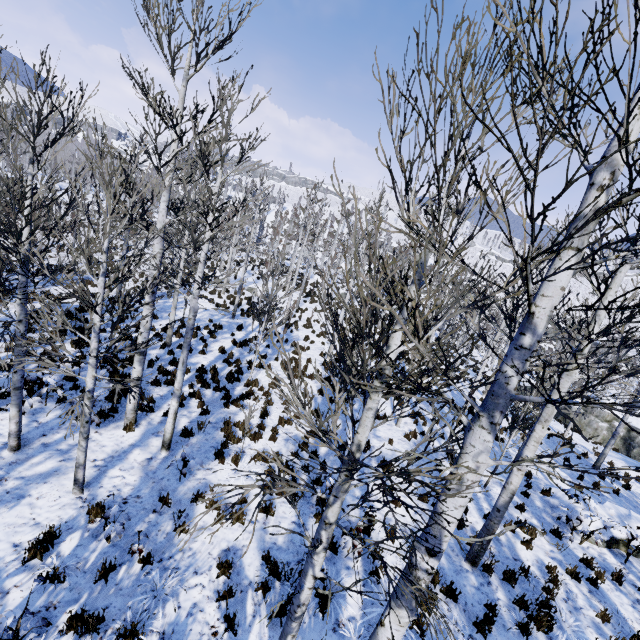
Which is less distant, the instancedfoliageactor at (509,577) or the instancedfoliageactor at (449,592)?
the instancedfoliageactor at (449,592)

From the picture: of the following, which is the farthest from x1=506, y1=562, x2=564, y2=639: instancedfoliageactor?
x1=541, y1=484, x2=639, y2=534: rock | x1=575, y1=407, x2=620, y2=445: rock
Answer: x1=541, y1=484, x2=639, y2=534: rock

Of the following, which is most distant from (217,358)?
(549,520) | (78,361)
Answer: (549,520)

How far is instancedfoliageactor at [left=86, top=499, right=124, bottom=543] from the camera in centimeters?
504cm

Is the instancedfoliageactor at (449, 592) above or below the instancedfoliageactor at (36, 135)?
below

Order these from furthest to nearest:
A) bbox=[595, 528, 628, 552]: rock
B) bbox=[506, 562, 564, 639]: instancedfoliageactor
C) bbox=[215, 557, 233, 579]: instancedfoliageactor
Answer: bbox=[595, 528, 628, 552]: rock → bbox=[506, 562, 564, 639]: instancedfoliageactor → bbox=[215, 557, 233, 579]: instancedfoliageactor

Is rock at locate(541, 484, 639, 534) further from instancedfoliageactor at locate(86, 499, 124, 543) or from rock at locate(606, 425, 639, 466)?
rock at locate(606, 425, 639, 466)
